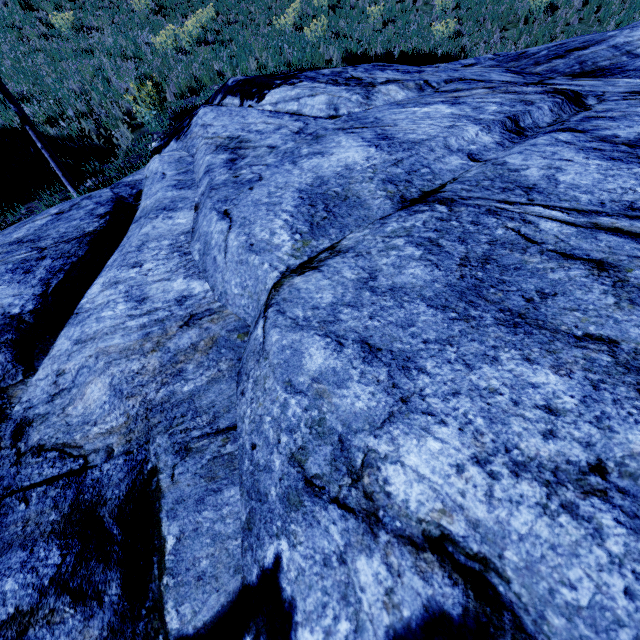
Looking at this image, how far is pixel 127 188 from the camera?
4.5 meters
